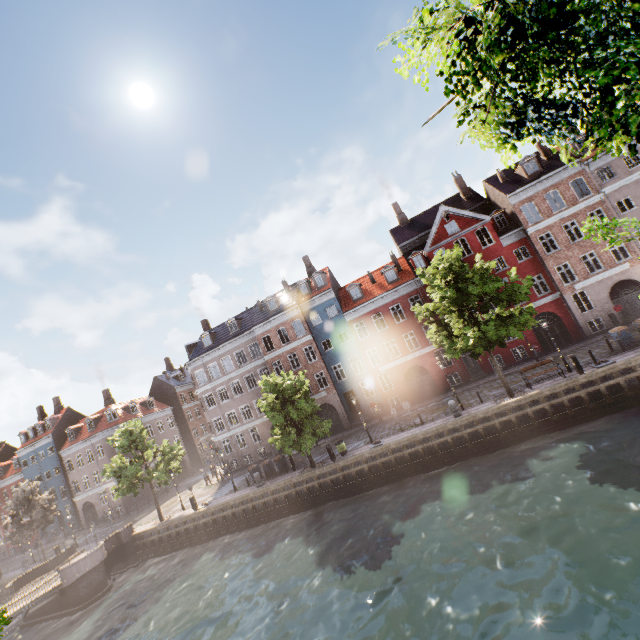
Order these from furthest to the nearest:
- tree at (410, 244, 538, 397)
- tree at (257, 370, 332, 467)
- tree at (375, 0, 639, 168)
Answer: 1. tree at (257, 370, 332, 467)
2. tree at (410, 244, 538, 397)
3. tree at (375, 0, 639, 168)

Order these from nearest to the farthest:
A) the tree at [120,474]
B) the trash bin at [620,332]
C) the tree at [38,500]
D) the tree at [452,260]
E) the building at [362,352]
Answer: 1. the tree at [452,260]
2. the trash bin at [620,332]
3. the building at [362,352]
4. the tree at [120,474]
5. the tree at [38,500]

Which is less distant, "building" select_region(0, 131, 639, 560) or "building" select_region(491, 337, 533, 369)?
"building" select_region(0, 131, 639, 560)

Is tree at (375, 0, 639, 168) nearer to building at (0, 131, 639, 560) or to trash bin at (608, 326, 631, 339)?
building at (0, 131, 639, 560)

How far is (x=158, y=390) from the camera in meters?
54.9

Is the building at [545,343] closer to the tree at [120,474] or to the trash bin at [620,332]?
the tree at [120,474]
